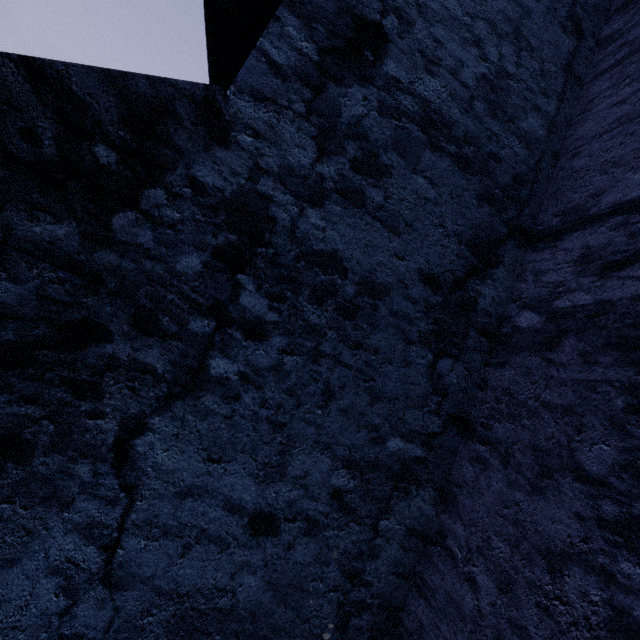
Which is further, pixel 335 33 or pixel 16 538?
pixel 335 33
